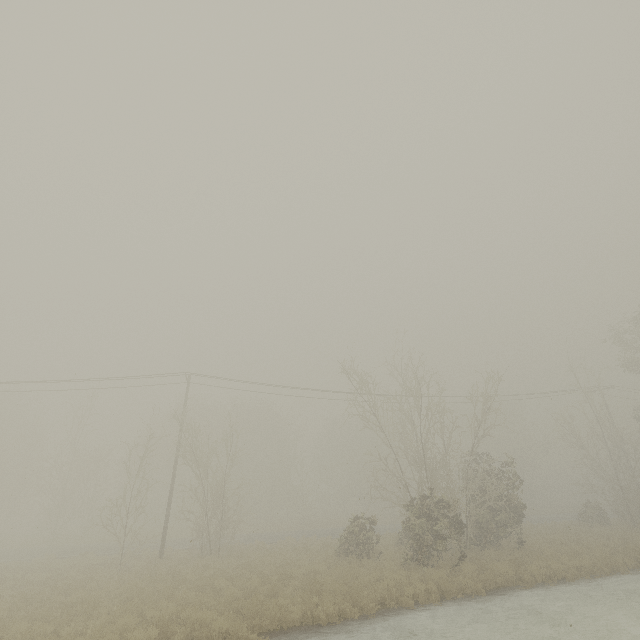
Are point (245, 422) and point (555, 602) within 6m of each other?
no
